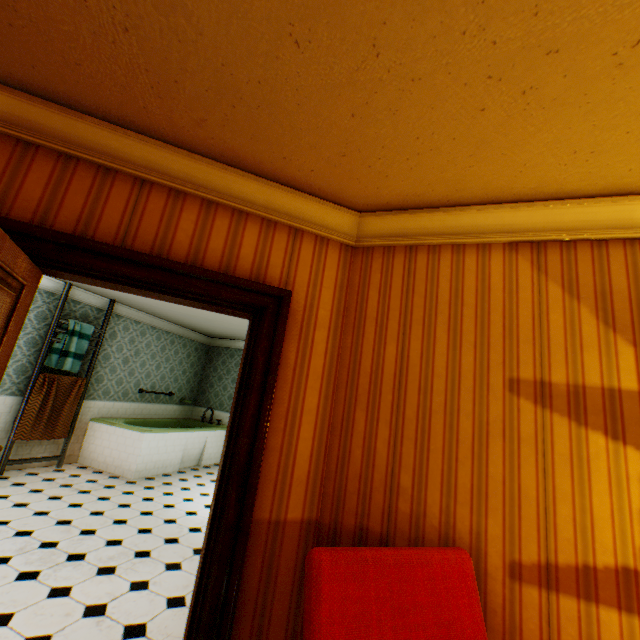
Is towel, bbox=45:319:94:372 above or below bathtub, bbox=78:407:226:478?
above

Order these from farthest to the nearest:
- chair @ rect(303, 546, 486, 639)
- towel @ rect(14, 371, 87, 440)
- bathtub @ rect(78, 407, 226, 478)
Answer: bathtub @ rect(78, 407, 226, 478)
towel @ rect(14, 371, 87, 440)
chair @ rect(303, 546, 486, 639)

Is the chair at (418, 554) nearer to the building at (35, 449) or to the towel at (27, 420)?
the building at (35, 449)

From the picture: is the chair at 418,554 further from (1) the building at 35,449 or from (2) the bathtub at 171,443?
(2) the bathtub at 171,443

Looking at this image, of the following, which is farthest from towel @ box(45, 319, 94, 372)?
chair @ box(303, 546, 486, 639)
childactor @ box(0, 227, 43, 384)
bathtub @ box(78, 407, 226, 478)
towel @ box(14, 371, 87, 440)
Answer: chair @ box(303, 546, 486, 639)

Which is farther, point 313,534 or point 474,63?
point 313,534

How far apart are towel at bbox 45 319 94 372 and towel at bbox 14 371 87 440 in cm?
10

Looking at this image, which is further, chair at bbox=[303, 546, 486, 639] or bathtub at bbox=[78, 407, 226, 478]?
bathtub at bbox=[78, 407, 226, 478]
